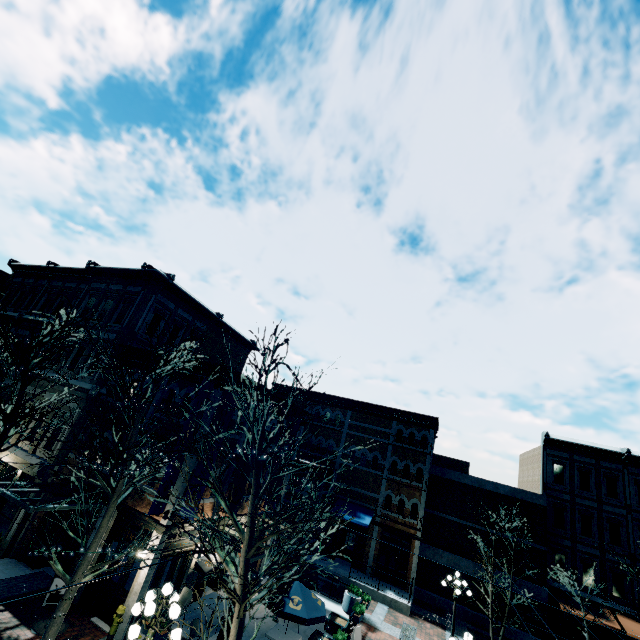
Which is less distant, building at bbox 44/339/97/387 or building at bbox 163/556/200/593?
building at bbox 163/556/200/593

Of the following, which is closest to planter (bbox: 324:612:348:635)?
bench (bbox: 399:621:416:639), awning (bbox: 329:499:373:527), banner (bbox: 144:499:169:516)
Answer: bench (bbox: 399:621:416:639)

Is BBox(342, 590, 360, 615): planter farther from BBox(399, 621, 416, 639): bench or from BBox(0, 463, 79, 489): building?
BBox(0, 463, 79, 489): building

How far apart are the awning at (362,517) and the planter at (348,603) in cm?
577

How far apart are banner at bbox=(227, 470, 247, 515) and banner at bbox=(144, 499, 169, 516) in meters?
3.1

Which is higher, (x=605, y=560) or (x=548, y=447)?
(x=548, y=447)

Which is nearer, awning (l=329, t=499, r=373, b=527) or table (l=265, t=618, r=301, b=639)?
table (l=265, t=618, r=301, b=639)

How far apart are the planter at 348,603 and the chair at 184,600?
9.2 meters
